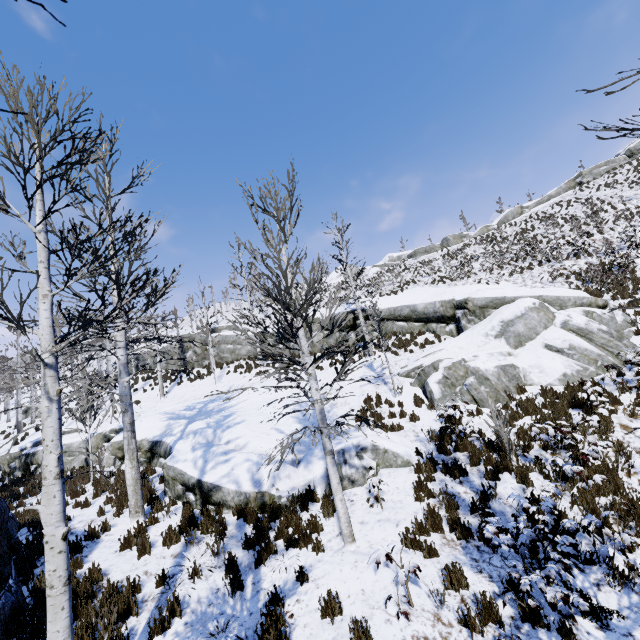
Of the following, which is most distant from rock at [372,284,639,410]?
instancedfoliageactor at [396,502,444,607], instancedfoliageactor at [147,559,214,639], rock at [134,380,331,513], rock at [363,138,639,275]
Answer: rock at [363,138,639,275]

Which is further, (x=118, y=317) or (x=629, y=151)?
(x=629, y=151)

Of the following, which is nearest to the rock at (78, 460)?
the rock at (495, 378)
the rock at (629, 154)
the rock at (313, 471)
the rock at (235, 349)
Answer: the rock at (313, 471)

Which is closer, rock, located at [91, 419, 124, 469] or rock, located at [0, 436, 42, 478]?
rock, located at [91, 419, 124, 469]

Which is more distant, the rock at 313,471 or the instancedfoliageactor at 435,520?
the rock at 313,471

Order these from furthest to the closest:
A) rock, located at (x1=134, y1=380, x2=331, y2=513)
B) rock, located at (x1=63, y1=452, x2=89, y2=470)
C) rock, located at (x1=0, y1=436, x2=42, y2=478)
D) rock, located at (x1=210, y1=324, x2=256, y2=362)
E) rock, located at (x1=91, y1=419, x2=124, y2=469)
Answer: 1. rock, located at (x1=210, y1=324, x2=256, y2=362)
2. rock, located at (x1=0, y1=436, x2=42, y2=478)
3. rock, located at (x1=63, y1=452, x2=89, y2=470)
4. rock, located at (x1=91, y1=419, x2=124, y2=469)
5. rock, located at (x1=134, y1=380, x2=331, y2=513)

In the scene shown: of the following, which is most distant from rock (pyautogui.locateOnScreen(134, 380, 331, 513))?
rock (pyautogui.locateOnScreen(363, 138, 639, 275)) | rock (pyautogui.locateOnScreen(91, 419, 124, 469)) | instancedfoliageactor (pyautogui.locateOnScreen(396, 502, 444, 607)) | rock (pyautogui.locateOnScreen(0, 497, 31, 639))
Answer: rock (pyautogui.locateOnScreen(363, 138, 639, 275))

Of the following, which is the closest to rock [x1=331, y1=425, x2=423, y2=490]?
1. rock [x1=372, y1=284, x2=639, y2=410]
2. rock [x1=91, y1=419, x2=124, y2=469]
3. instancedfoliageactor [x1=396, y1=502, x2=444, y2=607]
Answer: rock [x1=372, y1=284, x2=639, y2=410]
